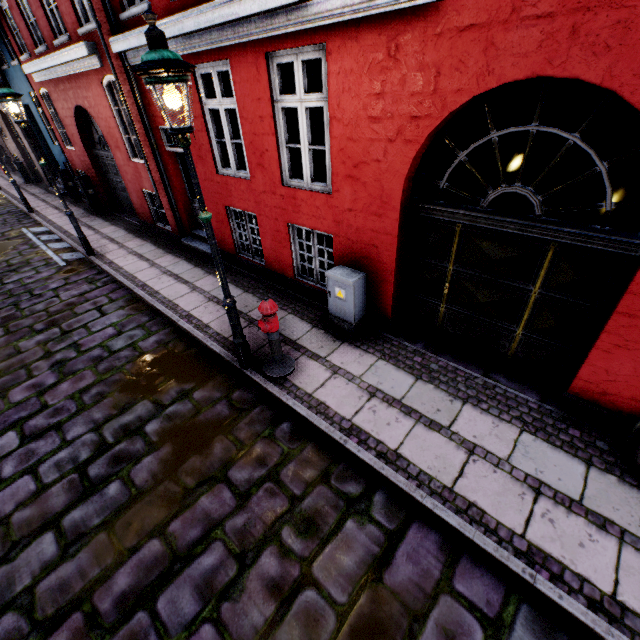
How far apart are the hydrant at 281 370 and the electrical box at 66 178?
13.9m

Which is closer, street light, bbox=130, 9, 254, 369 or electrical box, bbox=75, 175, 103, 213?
street light, bbox=130, 9, 254, 369

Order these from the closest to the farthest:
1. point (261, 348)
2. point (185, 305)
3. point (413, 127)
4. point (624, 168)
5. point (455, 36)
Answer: point (455, 36), point (413, 127), point (261, 348), point (185, 305), point (624, 168)

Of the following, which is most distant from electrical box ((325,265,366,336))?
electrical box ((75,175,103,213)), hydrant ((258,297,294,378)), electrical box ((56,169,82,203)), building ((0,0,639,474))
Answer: electrical box ((56,169,82,203))

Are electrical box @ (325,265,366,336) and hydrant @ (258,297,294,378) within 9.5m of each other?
yes

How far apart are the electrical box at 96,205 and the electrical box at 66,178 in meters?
2.1

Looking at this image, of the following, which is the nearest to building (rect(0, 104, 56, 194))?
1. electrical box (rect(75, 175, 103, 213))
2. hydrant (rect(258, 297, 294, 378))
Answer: electrical box (rect(75, 175, 103, 213))

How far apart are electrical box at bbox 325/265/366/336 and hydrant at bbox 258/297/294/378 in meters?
1.0
